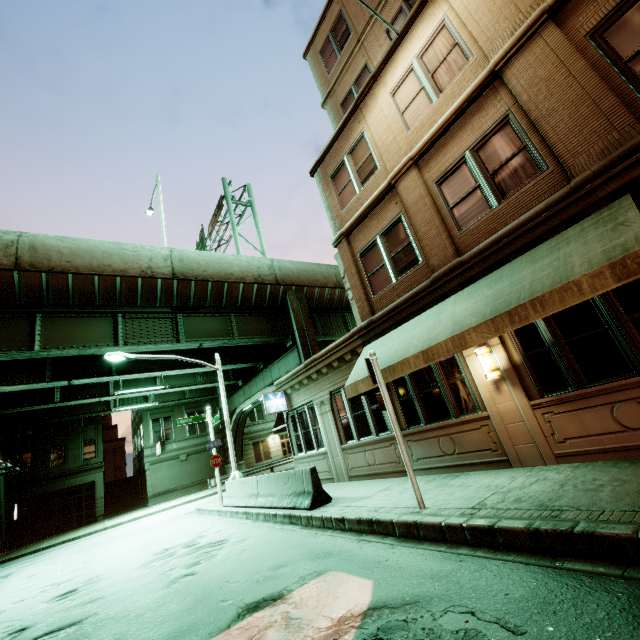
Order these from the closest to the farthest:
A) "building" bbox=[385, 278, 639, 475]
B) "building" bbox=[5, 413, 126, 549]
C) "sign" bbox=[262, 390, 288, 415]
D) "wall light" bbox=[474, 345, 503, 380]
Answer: "building" bbox=[385, 278, 639, 475] → "wall light" bbox=[474, 345, 503, 380] → "sign" bbox=[262, 390, 288, 415] → "building" bbox=[5, 413, 126, 549]

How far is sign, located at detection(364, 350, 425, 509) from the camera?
6.00m

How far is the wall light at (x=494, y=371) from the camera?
7.2 meters

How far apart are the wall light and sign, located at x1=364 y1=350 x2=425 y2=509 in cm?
235

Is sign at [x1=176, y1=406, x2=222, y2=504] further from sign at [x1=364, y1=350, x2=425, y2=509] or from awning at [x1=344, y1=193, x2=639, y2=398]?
sign at [x1=364, y1=350, x2=425, y2=509]

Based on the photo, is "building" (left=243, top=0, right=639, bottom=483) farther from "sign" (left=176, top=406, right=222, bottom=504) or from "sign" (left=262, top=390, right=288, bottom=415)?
"sign" (left=176, top=406, right=222, bottom=504)

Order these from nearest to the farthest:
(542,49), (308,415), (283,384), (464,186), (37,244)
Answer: (542,49) < (464,186) < (308,415) < (283,384) < (37,244)

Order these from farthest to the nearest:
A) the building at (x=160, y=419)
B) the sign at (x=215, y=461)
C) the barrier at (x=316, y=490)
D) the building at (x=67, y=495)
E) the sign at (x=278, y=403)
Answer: the building at (x=160, y=419) < the building at (x=67, y=495) < the sign at (x=215, y=461) < the sign at (x=278, y=403) < the barrier at (x=316, y=490)
